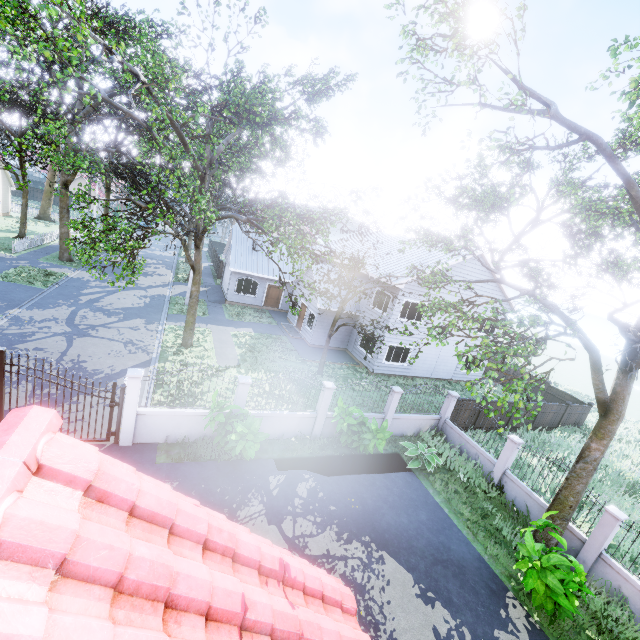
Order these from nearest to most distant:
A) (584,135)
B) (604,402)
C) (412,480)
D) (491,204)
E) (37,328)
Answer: (584,135), (604,402), (412,480), (37,328), (491,204)

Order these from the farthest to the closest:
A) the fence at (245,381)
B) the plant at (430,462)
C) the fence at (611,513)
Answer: the plant at (430,462)
the fence at (245,381)
the fence at (611,513)

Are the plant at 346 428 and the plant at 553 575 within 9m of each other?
yes

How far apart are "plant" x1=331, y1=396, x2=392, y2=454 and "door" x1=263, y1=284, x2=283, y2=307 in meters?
17.8 m

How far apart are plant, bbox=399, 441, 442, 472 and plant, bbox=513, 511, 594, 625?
3.6 meters

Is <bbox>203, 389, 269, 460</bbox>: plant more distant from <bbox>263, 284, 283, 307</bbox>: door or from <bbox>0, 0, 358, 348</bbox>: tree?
<bbox>263, 284, 283, 307</bbox>: door

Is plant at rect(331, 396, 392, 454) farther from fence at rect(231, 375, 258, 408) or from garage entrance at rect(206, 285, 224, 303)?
garage entrance at rect(206, 285, 224, 303)
